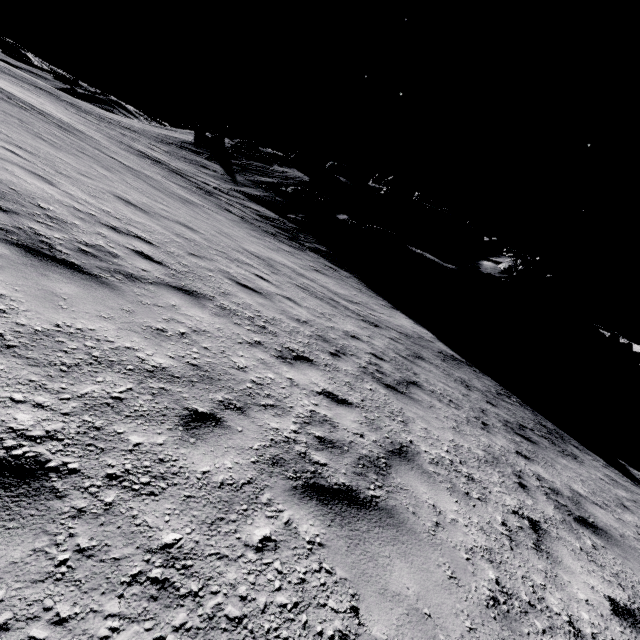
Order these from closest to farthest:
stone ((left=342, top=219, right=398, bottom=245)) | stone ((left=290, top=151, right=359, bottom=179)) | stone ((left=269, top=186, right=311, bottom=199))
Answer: stone ((left=342, top=219, right=398, bottom=245)) → stone ((left=269, top=186, right=311, bottom=199)) → stone ((left=290, top=151, right=359, bottom=179))

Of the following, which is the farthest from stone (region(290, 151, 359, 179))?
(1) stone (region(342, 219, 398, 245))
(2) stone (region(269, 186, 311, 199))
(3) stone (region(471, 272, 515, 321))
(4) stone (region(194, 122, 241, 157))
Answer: (3) stone (region(471, 272, 515, 321))

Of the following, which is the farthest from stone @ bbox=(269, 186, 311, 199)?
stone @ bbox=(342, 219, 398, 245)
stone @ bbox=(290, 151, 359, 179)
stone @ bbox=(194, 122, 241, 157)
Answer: stone @ bbox=(194, 122, 241, 157)

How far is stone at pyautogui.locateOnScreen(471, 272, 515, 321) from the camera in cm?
2534

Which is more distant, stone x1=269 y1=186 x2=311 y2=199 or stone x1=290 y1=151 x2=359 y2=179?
stone x1=290 y1=151 x2=359 y2=179

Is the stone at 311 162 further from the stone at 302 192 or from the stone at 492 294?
the stone at 492 294

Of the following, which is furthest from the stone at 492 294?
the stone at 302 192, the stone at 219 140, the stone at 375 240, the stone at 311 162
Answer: the stone at 219 140

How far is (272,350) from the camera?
5.0m
